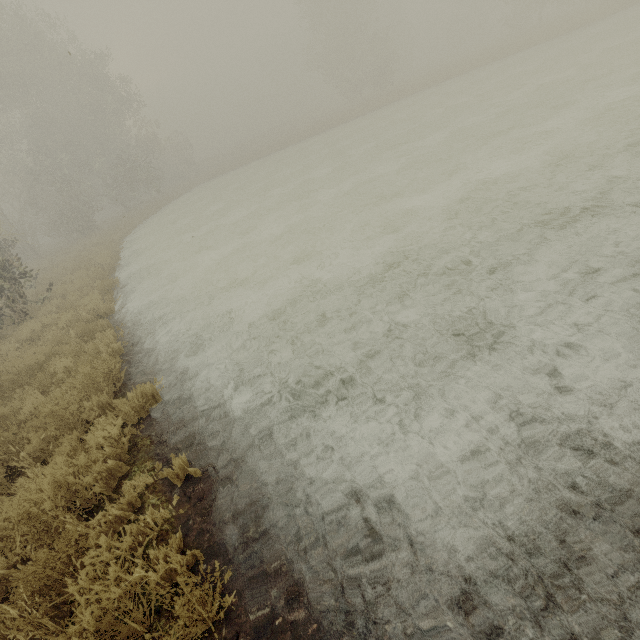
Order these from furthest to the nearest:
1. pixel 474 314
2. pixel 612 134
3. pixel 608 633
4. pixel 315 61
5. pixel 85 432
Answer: pixel 315 61 < pixel 612 134 < pixel 85 432 < pixel 474 314 < pixel 608 633
